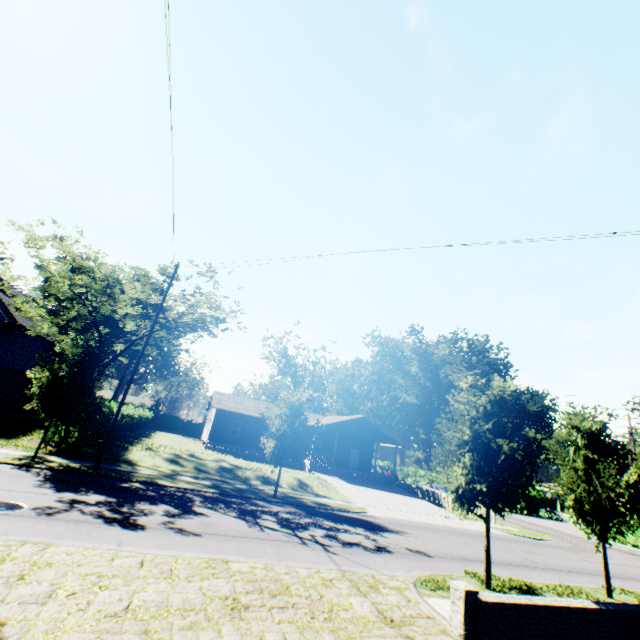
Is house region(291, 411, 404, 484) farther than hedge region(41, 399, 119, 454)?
Yes

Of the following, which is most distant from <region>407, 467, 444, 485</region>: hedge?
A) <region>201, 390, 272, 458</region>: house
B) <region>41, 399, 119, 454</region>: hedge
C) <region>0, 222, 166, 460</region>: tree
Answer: <region>0, 222, 166, 460</region>: tree

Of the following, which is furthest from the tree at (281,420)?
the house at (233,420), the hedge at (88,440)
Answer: the house at (233,420)

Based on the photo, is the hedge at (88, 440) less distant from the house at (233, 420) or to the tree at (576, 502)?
the tree at (576, 502)

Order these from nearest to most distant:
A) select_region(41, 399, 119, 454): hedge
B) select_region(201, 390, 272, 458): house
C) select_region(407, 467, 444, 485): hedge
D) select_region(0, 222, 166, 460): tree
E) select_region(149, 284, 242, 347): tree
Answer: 1. select_region(0, 222, 166, 460): tree
2. select_region(41, 399, 119, 454): hedge
3. select_region(149, 284, 242, 347): tree
4. select_region(201, 390, 272, 458): house
5. select_region(407, 467, 444, 485): hedge

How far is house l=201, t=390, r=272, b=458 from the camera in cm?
3462

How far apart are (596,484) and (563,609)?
7.2m

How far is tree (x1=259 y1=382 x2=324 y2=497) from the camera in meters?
18.7
